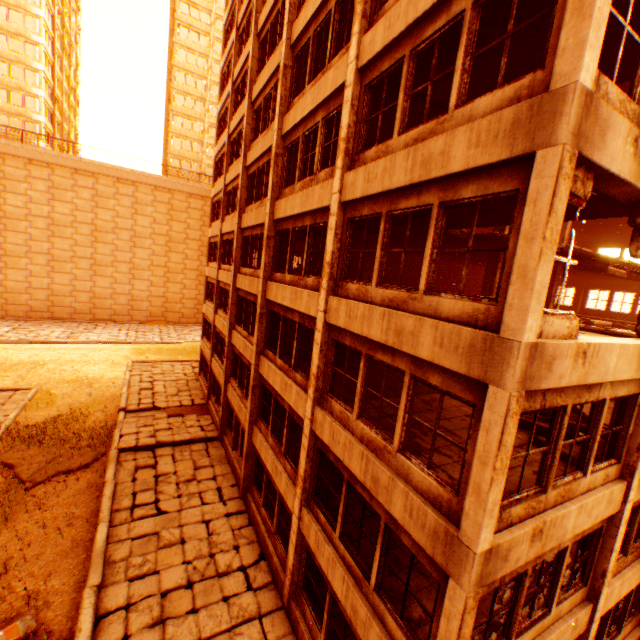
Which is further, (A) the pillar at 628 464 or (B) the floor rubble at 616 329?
(B) the floor rubble at 616 329

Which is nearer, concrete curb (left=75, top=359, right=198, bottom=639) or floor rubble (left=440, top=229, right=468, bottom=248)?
concrete curb (left=75, top=359, right=198, bottom=639)

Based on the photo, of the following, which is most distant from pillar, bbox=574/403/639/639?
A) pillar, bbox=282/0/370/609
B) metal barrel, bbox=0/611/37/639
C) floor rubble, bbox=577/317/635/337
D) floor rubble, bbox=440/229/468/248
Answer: metal barrel, bbox=0/611/37/639

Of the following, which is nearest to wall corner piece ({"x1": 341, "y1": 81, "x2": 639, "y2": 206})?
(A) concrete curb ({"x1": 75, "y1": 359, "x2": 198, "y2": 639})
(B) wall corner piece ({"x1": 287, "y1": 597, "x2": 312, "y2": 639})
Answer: (B) wall corner piece ({"x1": 287, "y1": 597, "x2": 312, "y2": 639})

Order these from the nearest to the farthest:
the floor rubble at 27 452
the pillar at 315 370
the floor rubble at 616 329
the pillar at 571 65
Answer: the pillar at 571 65 → the pillar at 315 370 → the floor rubble at 616 329 → the floor rubble at 27 452

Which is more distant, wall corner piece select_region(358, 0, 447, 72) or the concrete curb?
the concrete curb

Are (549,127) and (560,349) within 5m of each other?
yes

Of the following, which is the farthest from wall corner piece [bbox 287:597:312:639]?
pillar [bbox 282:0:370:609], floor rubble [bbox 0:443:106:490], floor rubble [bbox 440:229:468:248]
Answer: floor rubble [bbox 440:229:468:248]
